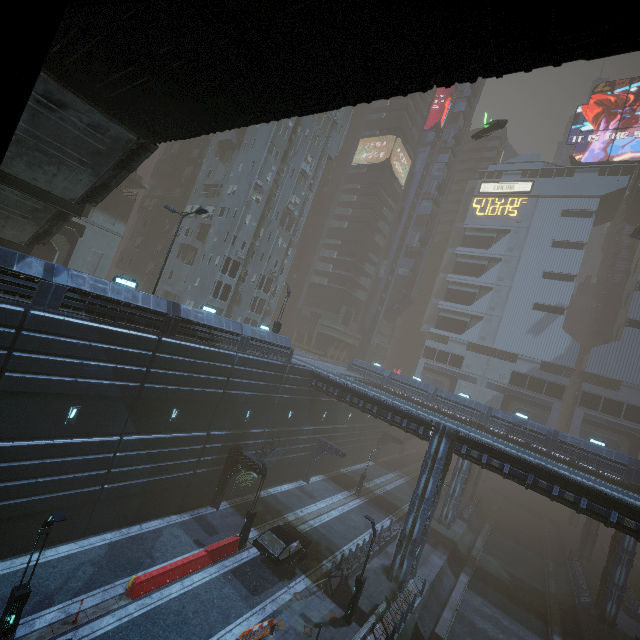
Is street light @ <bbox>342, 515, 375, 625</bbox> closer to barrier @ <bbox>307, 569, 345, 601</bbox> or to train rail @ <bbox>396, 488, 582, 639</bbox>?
barrier @ <bbox>307, 569, 345, 601</bbox>

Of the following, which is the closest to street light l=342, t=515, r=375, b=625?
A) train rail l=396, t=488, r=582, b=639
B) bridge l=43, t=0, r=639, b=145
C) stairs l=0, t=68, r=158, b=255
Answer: train rail l=396, t=488, r=582, b=639

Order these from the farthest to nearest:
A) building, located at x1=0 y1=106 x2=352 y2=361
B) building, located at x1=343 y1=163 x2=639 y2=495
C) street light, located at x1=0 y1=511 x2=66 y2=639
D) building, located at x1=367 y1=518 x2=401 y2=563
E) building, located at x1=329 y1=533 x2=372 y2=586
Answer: building, located at x1=343 y1=163 x2=639 y2=495
building, located at x1=367 y1=518 x2=401 y2=563
building, located at x1=329 y1=533 x2=372 y2=586
building, located at x1=0 y1=106 x2=352 y2=361
street light, located at x1=0 y1=511 x2=66 y2=639

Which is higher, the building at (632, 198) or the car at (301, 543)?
the building at (632, 198)

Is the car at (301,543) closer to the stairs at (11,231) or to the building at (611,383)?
the building at (611,383)

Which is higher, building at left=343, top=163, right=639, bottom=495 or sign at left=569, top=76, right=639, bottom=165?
sign at left=569, top=76, right=639, bottom=165

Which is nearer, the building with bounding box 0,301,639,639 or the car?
the building with bounding box 0,301,639,639

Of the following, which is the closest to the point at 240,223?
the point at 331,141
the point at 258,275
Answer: the point at 258,275
